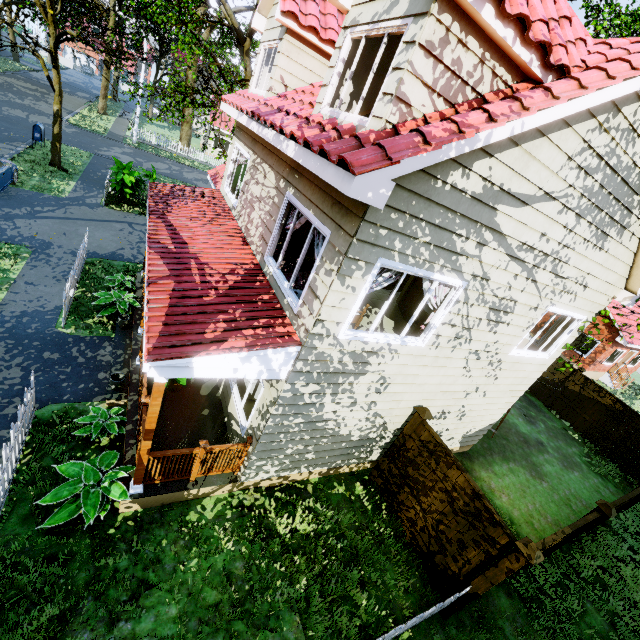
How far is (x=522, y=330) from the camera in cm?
715

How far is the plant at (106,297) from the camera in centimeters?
893cm

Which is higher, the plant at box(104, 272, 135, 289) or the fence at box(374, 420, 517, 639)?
the fence at box(374, 420, 517, 639)

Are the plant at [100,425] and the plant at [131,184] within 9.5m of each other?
no

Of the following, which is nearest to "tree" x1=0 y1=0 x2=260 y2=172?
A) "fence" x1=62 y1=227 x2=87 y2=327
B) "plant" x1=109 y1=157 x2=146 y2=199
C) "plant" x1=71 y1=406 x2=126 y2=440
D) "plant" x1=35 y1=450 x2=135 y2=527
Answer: "plant" x1=109 y1=157 x2=146 y2=199

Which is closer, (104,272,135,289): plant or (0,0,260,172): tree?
(104,272,135,289): plant

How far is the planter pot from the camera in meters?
7.0

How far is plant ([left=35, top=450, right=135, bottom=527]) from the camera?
4.9 meters
